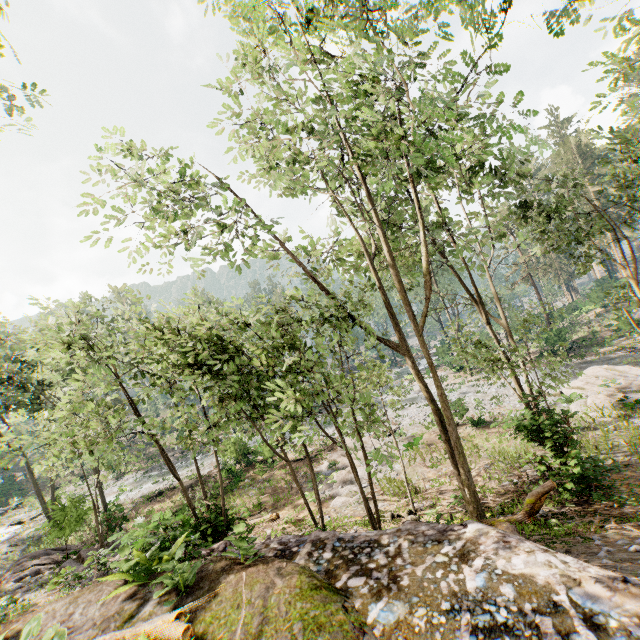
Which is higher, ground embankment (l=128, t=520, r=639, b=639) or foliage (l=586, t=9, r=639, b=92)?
foliage (l=586, t=9, r=639, b=92)

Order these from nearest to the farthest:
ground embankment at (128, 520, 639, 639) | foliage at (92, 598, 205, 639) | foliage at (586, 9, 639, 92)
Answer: ground embankment at (128, 520, 639, 639) → foliage at (92, 598, 205, 639) → foliage at (586, 9, 639, 92)

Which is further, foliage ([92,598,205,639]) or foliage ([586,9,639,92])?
foliage ([586,9,639,92])

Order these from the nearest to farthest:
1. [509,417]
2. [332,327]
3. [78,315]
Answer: [78,315] < [332,327] < [509,417]

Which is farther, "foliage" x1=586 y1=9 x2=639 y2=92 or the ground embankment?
"foliage" x1=586 y1=9 x2=639 y2=92

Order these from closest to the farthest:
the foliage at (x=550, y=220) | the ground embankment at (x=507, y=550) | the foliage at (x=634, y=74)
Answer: the ground embankment at (x=507, y=550), the foliage at (x=550, y=220), the foliage at (x=634, y=74)

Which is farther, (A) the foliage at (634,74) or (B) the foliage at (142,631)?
(A) the foliage at (634,74)
